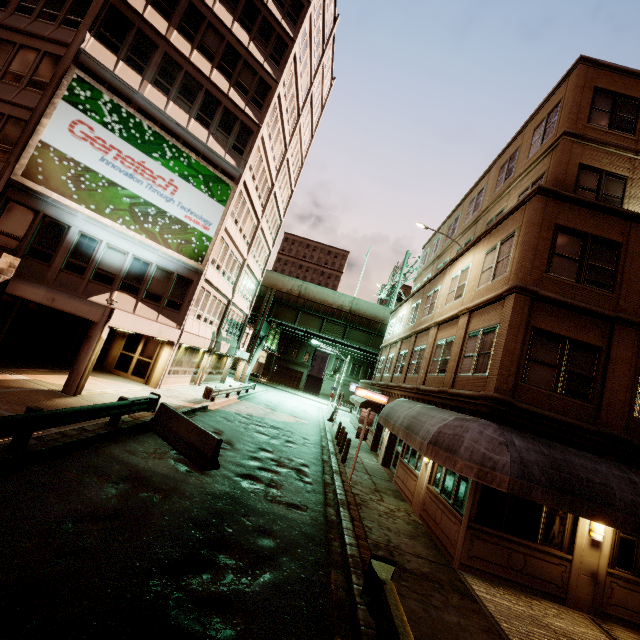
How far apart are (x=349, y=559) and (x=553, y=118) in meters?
17.7

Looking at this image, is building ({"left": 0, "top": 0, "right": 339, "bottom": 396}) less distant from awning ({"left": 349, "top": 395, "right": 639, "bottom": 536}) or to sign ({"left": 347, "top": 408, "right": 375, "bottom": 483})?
sign ({"left": 347, "top": 408, "right": 375, "bottom": 483})

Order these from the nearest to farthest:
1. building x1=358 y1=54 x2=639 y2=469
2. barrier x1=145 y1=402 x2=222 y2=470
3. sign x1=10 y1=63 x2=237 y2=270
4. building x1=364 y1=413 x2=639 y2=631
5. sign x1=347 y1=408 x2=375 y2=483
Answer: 1. building x1=364 y1=413 x2=639 y2=631
2. building x1=358 y1=54 x2=639 y2=469
3. barrier x1=145 y1=402 x2=222 y2=470
4. sign x1=347 y1=408 x2=375 y2=483
5. sign x1=10 y1=63 x2=237 y2=270

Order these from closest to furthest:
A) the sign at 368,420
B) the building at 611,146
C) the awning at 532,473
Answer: the awning at 532,473
the building at 611,146
the sign at 368,420

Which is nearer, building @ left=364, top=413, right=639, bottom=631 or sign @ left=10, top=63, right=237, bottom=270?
building @ left=364, top=413, right=639, bottom=631

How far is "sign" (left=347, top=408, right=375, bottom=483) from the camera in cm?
1319

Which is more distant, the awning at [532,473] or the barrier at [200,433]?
the barrier at [200,433]

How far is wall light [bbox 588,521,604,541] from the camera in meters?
8.6
